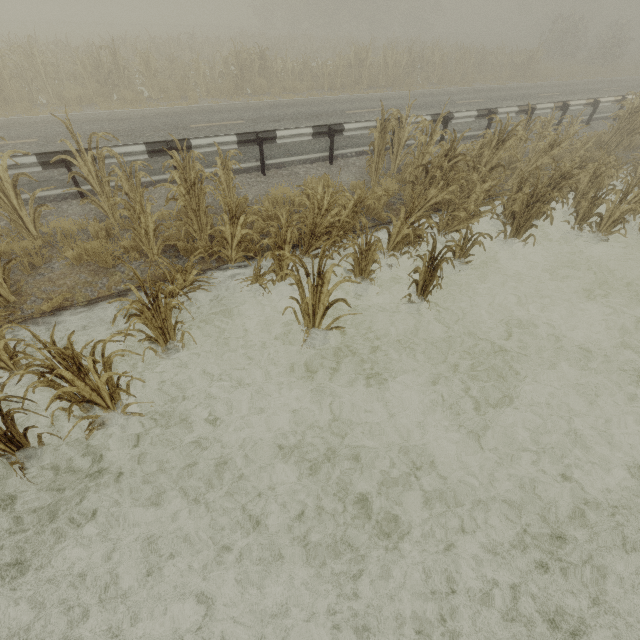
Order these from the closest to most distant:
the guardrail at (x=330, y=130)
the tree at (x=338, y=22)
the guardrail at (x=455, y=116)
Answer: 1. the tree at (x=338, y=22)
2. the guardrail at (x=330, y=130)
3. the guardrail at (x=455, y=116)

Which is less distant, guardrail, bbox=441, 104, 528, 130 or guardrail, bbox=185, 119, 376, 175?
guardrail, bbox=185, 119, 376, 175

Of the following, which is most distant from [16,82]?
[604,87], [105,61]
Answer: [604,87]

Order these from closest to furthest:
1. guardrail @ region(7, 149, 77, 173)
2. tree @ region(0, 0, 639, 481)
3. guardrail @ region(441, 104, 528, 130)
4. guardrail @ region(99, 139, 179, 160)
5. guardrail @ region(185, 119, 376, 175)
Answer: tree @ region(0, 0, 639, 481)
guardrail @ region(7, 149, 77, 173)
guardrail @ region(99, 139, 179, 160)
guardrail @ region(185, 119, 376, 175)
guardrail @ region(441, 104, 528, 130)

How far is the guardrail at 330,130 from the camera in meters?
7.4

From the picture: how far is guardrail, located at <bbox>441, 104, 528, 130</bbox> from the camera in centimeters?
999cm
